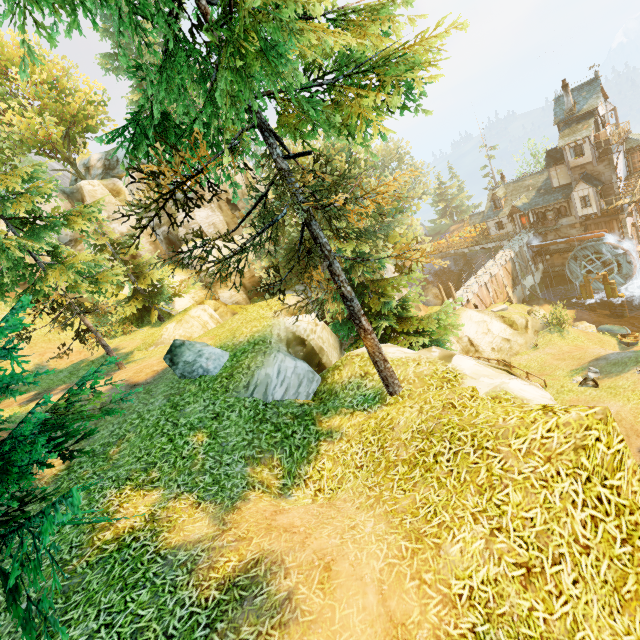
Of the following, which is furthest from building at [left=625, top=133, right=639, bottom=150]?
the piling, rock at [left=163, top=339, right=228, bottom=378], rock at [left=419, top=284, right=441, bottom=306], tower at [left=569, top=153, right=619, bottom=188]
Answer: rock at [left=163, top=339, right=228, bottom=378]

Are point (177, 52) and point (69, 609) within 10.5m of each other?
yes

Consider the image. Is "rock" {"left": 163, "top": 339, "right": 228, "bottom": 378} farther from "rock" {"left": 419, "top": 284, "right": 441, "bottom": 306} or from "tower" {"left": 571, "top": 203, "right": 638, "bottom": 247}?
"tower" {"left": 571, "top": 203, "right": 638, "bottom": 247}

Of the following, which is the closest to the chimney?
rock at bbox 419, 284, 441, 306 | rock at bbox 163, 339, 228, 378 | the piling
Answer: the piling

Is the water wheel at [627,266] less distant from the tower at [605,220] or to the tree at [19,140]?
the tower at [605,220]

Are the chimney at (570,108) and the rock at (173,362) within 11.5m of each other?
no

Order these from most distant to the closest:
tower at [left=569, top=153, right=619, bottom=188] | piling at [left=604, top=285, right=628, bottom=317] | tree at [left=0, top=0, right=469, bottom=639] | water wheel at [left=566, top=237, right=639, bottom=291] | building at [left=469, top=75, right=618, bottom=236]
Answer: piling at [left=604, top=285, right=628, bottom=317] < water wheel at [left=566, top=237, right=639, bottom=291] < tower at [left=569, top=153, right=619, bottom=188] < building at [left=469, top=75, right=618, bottom=236] < tree at [left=0, top=0, right=469, bottom=639]

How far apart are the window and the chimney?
9.3 meters
